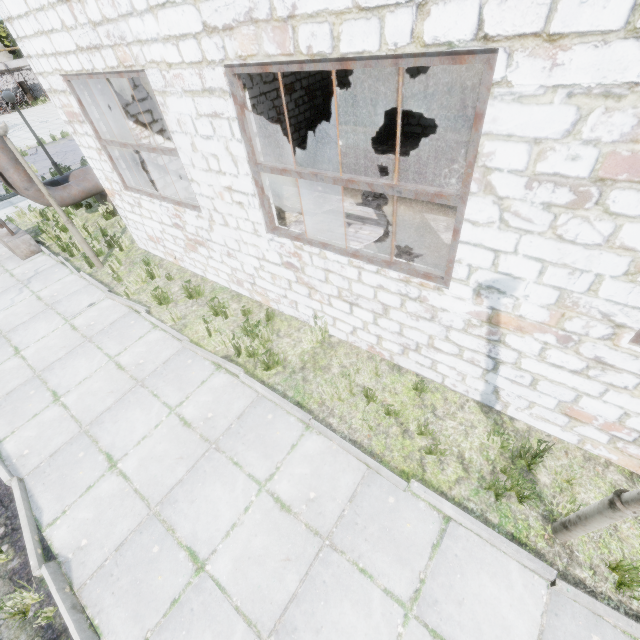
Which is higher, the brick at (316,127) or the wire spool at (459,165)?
the wire spool at (459,165)

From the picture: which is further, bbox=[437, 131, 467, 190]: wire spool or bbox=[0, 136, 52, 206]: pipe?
bbox=[0, 136, 52, 206]: pipe

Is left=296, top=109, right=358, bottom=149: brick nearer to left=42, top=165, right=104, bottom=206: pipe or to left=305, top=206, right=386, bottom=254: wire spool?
left=42, top=165, right=104, bottom=206: pipe

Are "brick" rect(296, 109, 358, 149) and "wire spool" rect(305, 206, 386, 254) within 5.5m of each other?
no

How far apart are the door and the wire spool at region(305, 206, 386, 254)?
6.21m

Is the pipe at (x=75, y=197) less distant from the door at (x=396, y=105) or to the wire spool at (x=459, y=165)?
the door at (x=396, y=105)

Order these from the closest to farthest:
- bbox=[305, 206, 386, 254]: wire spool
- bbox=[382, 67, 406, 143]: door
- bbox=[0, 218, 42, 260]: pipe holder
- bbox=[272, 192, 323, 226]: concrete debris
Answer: bbox=[305, 206, 386, 254]: wire spool
bbox=[272, 192, 323, 226]: concrete debris
bbox=[0, 218, 42, 260]: pipe holder
bbox=[382, 67, 406, 143]: door

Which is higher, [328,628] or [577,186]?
[577,186]
